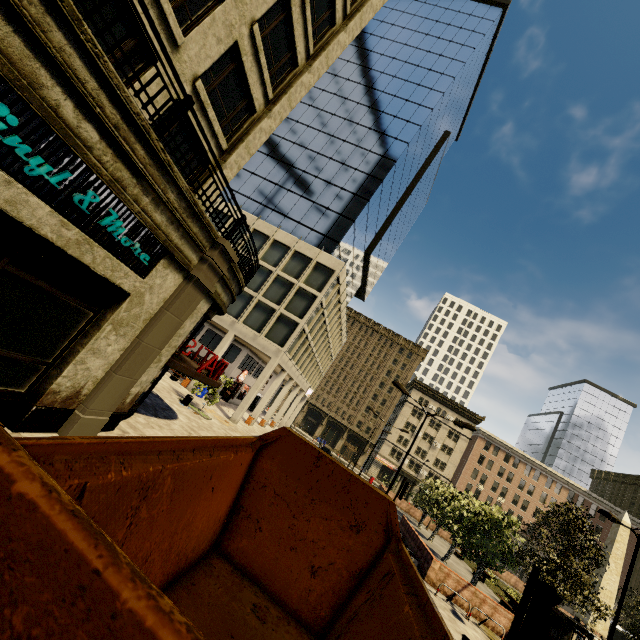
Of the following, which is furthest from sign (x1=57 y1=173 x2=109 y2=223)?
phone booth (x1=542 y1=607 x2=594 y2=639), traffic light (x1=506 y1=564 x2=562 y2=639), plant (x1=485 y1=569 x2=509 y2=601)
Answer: plant (x1=485 y1=569 x2=509 y2=601)

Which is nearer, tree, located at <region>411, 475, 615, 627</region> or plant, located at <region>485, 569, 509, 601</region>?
tree, located at <region>411, 475, 615, 627</region>

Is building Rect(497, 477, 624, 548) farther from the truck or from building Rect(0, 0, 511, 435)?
the truck

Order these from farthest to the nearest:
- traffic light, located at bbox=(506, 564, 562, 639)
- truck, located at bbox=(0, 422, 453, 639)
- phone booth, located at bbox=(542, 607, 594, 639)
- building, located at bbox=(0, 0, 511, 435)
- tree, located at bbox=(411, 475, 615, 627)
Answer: tree, located at bbox=(411, 475, 615, 627)
phone booth, located at bbox=(542, 607, 594, 639)
building, located at bbox=(0, 0, 511, 435)
traffic light, located at bbox=(506, 564, 562, 639)
truck, located at bbox=(0, 422, 453, 639)

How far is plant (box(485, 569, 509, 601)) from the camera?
27.30m

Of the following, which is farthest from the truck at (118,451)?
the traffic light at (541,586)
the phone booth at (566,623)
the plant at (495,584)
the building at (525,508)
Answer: the plant at (495,584)

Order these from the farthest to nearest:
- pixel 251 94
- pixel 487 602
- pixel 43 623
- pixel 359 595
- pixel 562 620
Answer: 1. pixel 487 602
2. pixel 562 620
3. pixel 251 94
4. pixel 359 595
5. pixel 43 623

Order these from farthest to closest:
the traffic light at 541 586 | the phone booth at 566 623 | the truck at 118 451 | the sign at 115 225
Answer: the phone booth at 566 623
the sign at 115 225
the traffic light at 541 586
the truck at 118 451
